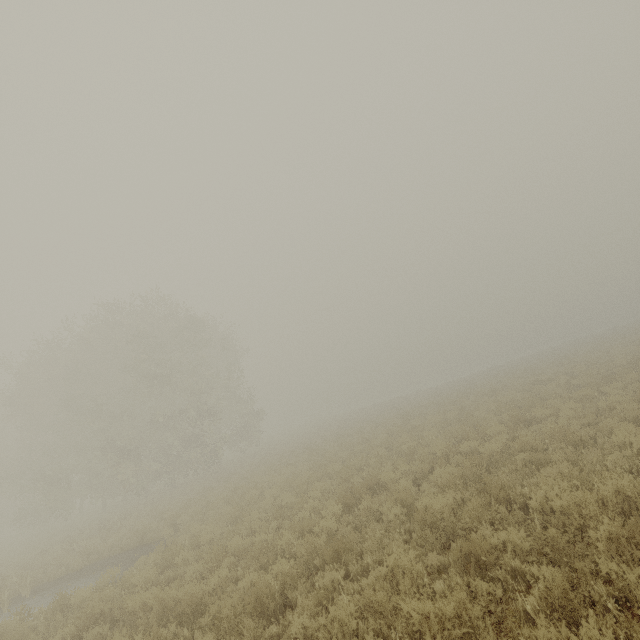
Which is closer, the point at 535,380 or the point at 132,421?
the point at 535,380
